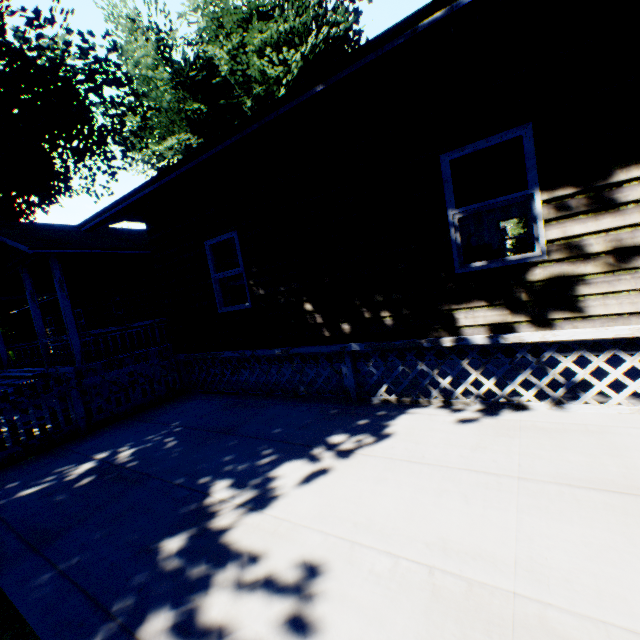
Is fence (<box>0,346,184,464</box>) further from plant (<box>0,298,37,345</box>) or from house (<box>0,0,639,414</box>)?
plant (<box>0,298,37,345</box>)

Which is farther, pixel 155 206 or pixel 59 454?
pixel 155 206

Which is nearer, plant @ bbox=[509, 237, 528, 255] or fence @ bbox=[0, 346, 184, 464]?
fence @ bbox=[0, 346, 184, 464]

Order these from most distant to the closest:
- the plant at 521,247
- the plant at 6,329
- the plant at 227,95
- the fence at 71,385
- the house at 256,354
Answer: the plant at 521,247 < the plant at 6,329 < the plant at 227,95 < the fence at 71,385 < the house at 256,354

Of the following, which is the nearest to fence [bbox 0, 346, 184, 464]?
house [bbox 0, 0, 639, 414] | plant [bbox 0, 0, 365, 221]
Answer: house [bbox 0, 0, 639, 414]

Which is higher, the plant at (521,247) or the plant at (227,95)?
the plant at (227,95)

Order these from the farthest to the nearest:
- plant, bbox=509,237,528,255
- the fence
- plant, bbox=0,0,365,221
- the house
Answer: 1. plant, bbox=509,237,528,255
2. plant, bbox=0,0,365,221
3. the fence
4. the house
